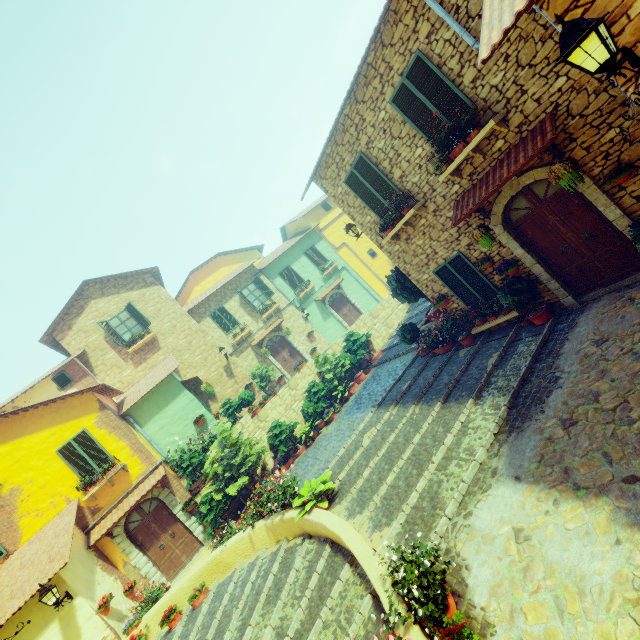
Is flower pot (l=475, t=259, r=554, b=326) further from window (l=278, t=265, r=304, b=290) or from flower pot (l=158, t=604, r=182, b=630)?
window (l=278, t=265, r=304, b=290)

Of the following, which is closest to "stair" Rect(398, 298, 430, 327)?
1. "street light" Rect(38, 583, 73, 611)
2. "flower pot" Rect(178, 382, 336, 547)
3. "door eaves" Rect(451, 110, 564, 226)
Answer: "flower pot" Rect(178, 382, 336, 547)

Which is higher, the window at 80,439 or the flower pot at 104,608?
the window at 80,439

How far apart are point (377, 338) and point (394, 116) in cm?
1106

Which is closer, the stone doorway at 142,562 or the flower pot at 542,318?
the flower pot at 542,318

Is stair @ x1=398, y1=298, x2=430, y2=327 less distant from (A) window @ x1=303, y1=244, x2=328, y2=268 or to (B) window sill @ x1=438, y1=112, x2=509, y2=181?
(B) window sill @ x1=438, y1=112, x2=509, y2=181

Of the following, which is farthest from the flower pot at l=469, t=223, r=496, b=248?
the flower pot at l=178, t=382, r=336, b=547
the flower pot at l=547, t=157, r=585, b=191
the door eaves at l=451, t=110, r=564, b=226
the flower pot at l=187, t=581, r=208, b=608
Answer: the flower pot at l=187, t=581, r=208, b=608

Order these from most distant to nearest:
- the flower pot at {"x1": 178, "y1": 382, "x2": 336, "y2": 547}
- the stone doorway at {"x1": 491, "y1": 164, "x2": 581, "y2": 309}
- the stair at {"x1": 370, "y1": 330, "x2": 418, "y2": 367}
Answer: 1. the stair at {"x1": 370, "y1": 330, "x2": 418, "y2": 367}
2. the flower pot at {"x1": 178, "y1": 382, "x2": 336, "y2": 547}
3. the stone doorway at {"x1": 491, "y1": 164, "x2": 581, "y2": 309}
